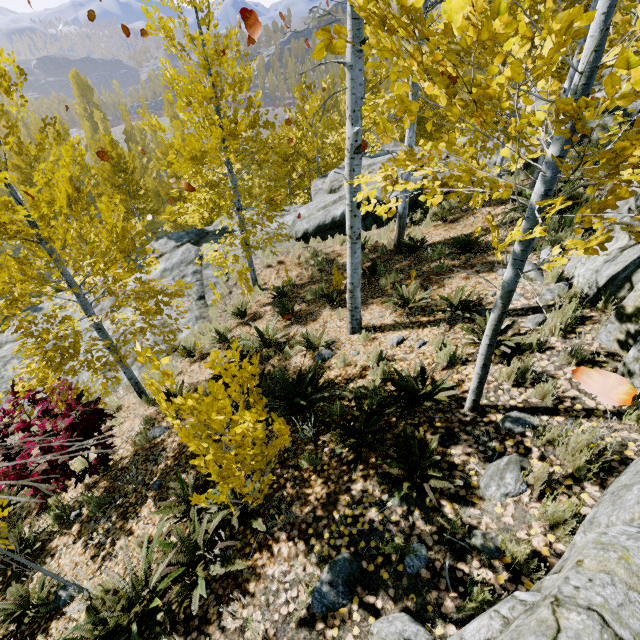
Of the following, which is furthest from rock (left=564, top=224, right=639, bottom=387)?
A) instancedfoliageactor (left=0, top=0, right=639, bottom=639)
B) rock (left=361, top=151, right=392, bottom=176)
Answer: rock (left=361, top=151, right=392, bottom=176)

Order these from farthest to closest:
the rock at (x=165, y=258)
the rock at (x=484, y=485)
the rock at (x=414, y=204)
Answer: the rock at (x=414, y=204), the rock at (x=165, y=258), the rock at (x=484, y=485)

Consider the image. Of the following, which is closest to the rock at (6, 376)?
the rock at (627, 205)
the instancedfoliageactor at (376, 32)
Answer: Answer: the instancedfoliageactor at (376, 32)

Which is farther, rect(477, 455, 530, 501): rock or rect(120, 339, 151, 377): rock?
rect(120, 339, 151, 377): rock

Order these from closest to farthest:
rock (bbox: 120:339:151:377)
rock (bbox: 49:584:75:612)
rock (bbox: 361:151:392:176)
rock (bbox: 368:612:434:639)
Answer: rock (bbox: 368:612:434:639), rock (bbox: 49:584:75:612), rock (bbox: 120:339:151:377), rock (bbox: 361:151:392:176)

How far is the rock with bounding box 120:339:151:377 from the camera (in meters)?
9.32

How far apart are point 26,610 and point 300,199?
20.77m
